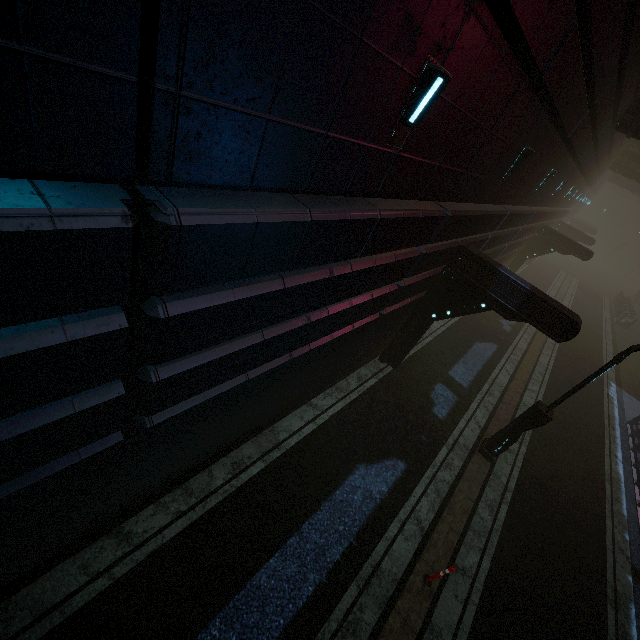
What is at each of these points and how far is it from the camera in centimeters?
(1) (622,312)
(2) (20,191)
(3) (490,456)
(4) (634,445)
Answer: (1) building, 3212cm
(2) building, 185cm
(3) street light, 999cm
(4) building, 1417cm

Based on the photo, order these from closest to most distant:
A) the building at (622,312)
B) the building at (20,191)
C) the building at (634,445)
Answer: the building at (20,191) → the building at (634,445) → the building at (622,312)

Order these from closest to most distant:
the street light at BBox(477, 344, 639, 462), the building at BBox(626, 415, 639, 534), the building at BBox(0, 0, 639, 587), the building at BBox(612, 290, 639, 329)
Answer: the building at BBox(0, 0, 639, 587) < the street light at BBox(477, 344, 639, 462) < the building at BBox(626, 415, 639, 534) < the building at BBox(612, 290, 639, 329)

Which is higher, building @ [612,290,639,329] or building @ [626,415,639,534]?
building @ [612,290,639,329]

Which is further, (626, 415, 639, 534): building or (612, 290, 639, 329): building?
(612, 290, 639, 329): building

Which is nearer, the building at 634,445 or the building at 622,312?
the building at 634,445

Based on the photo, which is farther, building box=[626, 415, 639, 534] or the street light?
building box=[626, 415, 639, 534]
